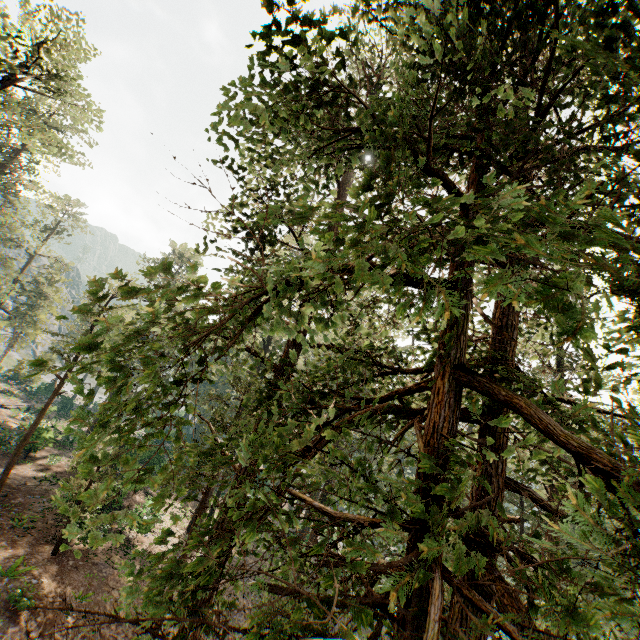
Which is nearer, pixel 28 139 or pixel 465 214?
pixel 465 214
